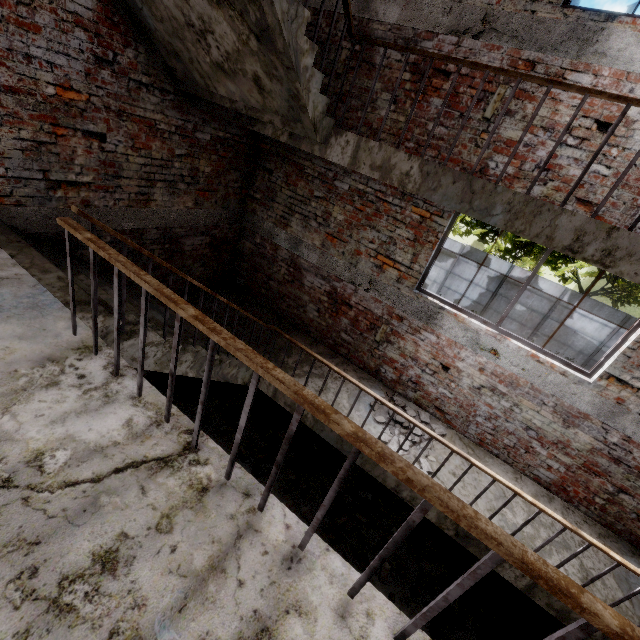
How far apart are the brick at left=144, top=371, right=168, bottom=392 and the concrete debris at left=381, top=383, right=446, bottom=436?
3.4 meters

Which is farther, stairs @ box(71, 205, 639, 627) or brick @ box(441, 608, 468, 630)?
brick @ box(441, 608, 468, 630)

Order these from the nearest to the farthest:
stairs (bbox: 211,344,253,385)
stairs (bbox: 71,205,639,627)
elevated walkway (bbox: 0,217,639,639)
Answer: elevated walkway (bbox: 0,217,639,639)
stairs (bbox: 71,205,639,627)
stairs (bbox: 211,344,253,385)

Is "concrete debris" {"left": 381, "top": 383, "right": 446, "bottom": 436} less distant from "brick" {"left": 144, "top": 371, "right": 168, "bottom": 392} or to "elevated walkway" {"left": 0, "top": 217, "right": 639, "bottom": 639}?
"elevated walkway" {"left": 0, "top": 217, "right": 639, "bottom": 639}

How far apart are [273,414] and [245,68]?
5.77m

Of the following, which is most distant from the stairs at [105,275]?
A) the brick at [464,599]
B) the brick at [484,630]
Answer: the brick at [464,599]

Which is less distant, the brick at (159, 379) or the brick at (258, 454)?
the brick at (258, 454)
